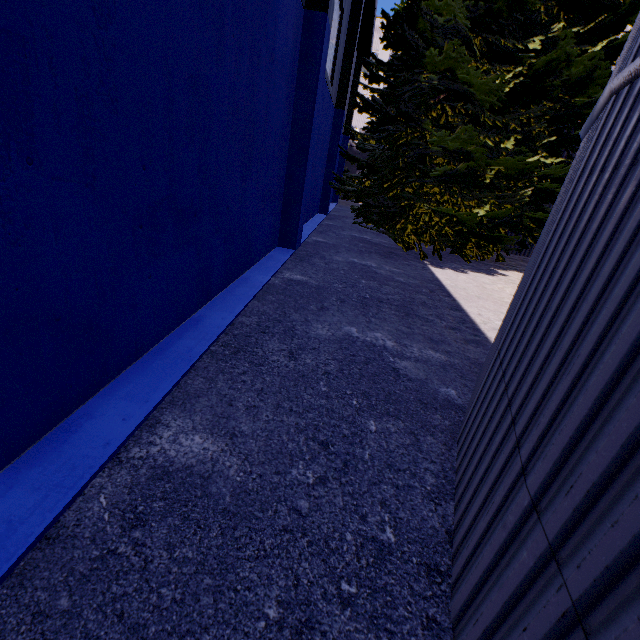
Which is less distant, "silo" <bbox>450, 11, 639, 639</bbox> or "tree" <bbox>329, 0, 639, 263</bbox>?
"silo" <bbox>450, 11, 639, 639</bbox>

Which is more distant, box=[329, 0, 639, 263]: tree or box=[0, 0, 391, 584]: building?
box=[329, 0, 639, 263]: tree

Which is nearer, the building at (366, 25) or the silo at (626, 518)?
the silo at (626, 518)

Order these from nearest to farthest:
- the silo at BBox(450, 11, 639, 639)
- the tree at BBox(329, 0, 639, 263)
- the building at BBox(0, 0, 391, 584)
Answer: the silo at BBox(450, 11, 639, 639), the building at BBox(0, 0, 391, 584), the tree at BBox(329, 0, 639, 263)

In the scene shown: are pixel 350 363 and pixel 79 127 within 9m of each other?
yes

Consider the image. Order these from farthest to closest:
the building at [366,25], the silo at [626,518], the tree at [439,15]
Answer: the tree at [439,15]
the building at [366,25]
the silo at [626,518]

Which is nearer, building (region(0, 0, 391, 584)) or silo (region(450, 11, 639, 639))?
silo (region(450, 11, 639, 639))
